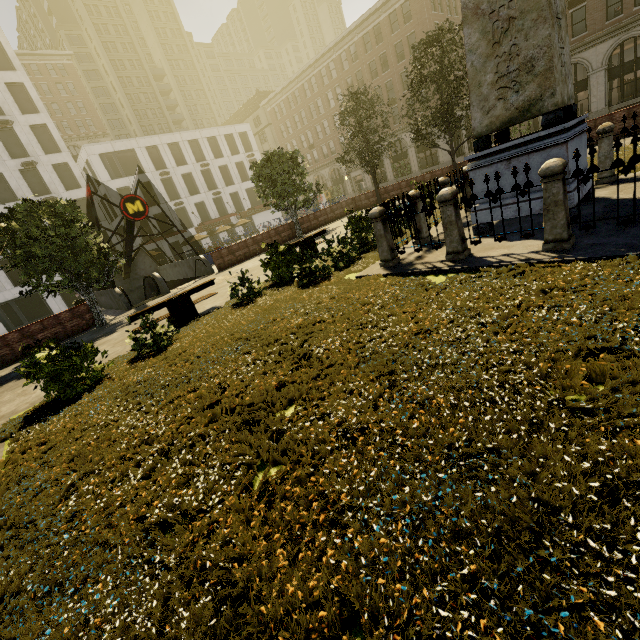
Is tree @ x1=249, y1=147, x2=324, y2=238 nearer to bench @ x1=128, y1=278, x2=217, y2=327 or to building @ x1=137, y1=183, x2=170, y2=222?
bench @ x1=128, y1=278, x2=217, y2=327

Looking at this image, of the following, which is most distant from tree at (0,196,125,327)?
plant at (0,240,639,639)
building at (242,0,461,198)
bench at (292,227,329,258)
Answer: bench at (292,227,329,258)

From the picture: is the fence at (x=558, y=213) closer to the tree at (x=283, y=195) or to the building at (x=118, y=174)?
the tree at (x=283, y=195)

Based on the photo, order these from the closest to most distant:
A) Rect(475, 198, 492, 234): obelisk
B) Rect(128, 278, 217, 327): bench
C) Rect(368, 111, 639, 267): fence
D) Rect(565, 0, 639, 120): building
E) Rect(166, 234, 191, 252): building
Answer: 1. Rect(368, 111, 639, 267): fence
2. Rect(475, 198, 492, 234): obelisk
3. Rect(128, 278, 217, 327): bench
4. Rect(565, 0, 639, 120): building
5. Rect(166, 234, 191, 252): building

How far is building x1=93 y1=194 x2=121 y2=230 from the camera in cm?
4012

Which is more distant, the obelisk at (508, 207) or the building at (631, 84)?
the building at (631, 84)

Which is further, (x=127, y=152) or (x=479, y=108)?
(x=127, y=152)

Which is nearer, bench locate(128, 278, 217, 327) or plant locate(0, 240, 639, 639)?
plant locate(0, 240, 639, 639)
